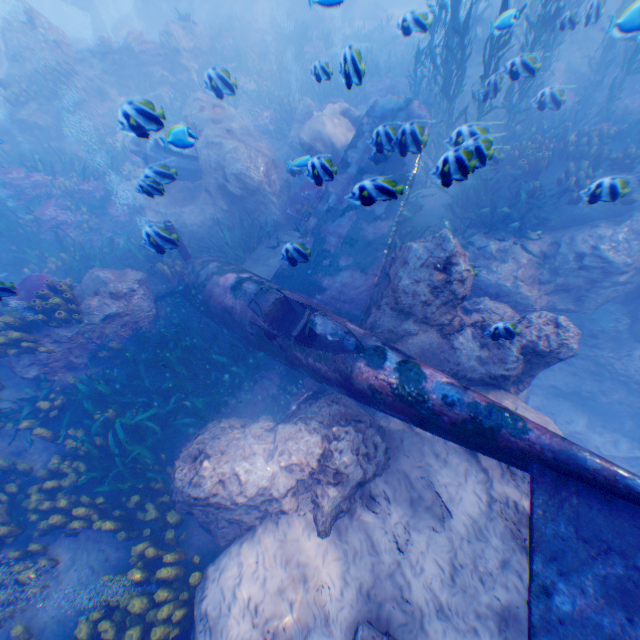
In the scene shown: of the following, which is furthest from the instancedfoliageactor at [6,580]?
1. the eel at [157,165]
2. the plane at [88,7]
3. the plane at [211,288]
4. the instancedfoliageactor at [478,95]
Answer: the plane at [88,7]

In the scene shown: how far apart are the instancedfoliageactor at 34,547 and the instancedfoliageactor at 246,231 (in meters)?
7.28

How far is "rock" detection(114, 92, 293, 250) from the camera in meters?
9.4 m

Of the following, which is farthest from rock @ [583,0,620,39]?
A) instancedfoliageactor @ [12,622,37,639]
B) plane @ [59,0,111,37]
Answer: instancedfoliageactor @ [12,622,37,639]

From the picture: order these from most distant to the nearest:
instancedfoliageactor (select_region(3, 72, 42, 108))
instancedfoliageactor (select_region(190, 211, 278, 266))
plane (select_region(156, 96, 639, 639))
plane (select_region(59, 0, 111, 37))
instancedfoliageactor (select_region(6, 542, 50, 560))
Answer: plane (select_region(59, 0, 111, 37)) → instancedfoliageactor (select_region(3, 72, 42, 108)) → instancedfoliageactor (select_region(190, 211, 278, 266)) → instancedfoliageactor (select_region(6, 542, 50, 560)) → plane (select_region(156, 96, 639, 639))

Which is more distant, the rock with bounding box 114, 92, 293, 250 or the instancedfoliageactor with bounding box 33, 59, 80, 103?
the instancedfoliageactor with bounding box 33, 59, 80, 103

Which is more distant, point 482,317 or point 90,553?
point 482,317

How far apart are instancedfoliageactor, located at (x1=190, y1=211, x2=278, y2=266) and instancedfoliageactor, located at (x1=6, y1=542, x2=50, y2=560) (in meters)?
7.28
